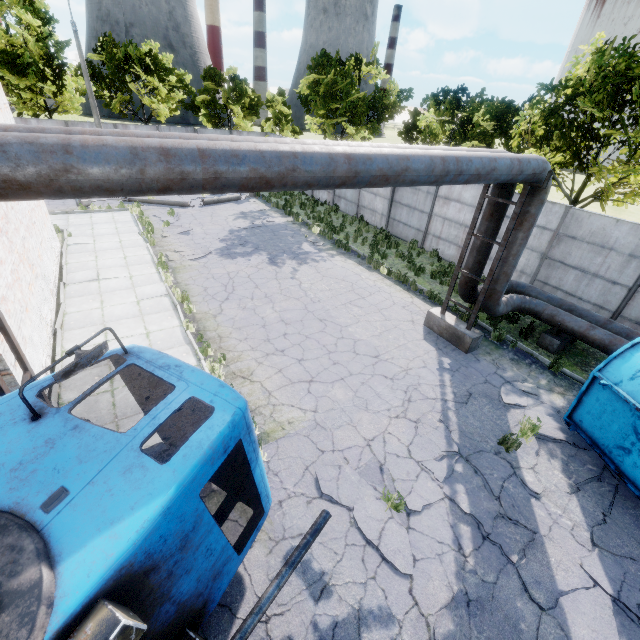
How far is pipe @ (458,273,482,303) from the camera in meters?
10.0

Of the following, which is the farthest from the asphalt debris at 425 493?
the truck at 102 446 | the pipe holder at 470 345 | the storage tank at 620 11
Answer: the storage tank at 620 11

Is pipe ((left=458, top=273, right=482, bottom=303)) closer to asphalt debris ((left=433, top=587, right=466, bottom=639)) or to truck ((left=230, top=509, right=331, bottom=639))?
truck ((left=230, top=509, right=331, bottom=639))

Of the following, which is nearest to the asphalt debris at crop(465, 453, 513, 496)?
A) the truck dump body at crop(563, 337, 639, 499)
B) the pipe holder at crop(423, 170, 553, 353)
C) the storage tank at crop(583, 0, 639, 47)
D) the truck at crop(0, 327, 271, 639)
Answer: the truck dump body at crop(563, 337, 639, 499)

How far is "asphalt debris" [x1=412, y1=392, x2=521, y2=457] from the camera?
6.9 meters

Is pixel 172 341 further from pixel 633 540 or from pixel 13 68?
pixel 13 68

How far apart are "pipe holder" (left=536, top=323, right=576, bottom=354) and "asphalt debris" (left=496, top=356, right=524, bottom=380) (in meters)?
1.67

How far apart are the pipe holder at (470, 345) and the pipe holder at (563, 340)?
2.21m
